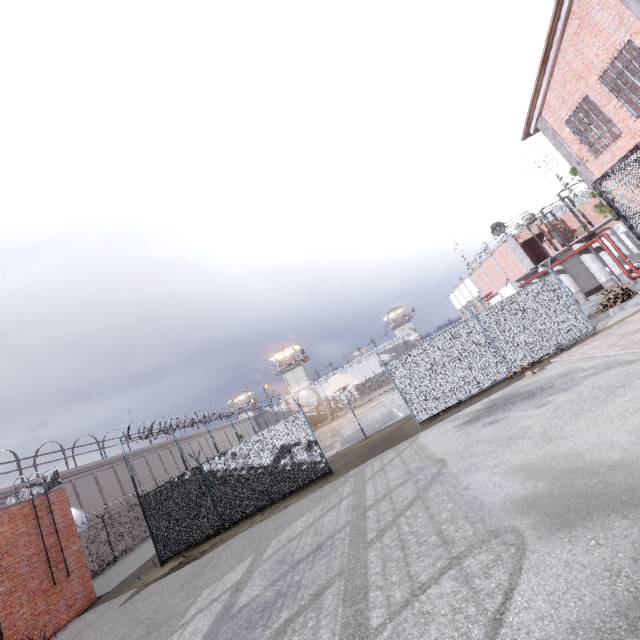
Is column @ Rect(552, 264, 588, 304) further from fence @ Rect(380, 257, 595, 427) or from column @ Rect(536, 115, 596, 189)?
column @ Rect(536, 115, 596, 189)

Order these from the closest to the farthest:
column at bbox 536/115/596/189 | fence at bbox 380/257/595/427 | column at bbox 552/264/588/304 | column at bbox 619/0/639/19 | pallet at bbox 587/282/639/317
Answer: column at bbox 619/0/639/19 < fence at bbox 380/257/595/427 < column at bbox 536/115/596/189 < pallet at bbox 587/282/639/317 < column at bbox 552/264/588/304

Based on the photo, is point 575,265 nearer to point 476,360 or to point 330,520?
point 476,360

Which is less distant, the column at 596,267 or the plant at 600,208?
the plant at 600,208

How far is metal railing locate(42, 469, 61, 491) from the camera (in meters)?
15.11

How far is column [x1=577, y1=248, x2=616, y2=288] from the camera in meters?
20.2

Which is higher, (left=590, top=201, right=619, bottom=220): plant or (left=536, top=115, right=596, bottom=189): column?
(left=536, top=115, right=596, bottom=189): column

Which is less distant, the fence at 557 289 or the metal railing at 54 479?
the fence at 557 289
